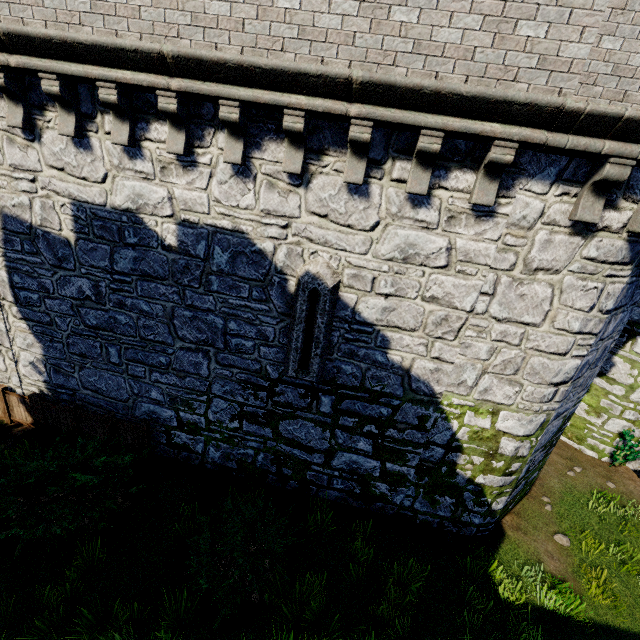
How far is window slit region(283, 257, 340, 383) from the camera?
5.8m

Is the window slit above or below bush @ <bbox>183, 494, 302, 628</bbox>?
above

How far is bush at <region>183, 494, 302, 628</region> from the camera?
5.60m

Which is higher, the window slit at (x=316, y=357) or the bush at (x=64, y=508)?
the window slit at (x=316, y=357)

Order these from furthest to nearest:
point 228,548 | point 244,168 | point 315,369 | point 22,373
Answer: point 22,373 → point 315,369 → point 228,548 → point 244,168
